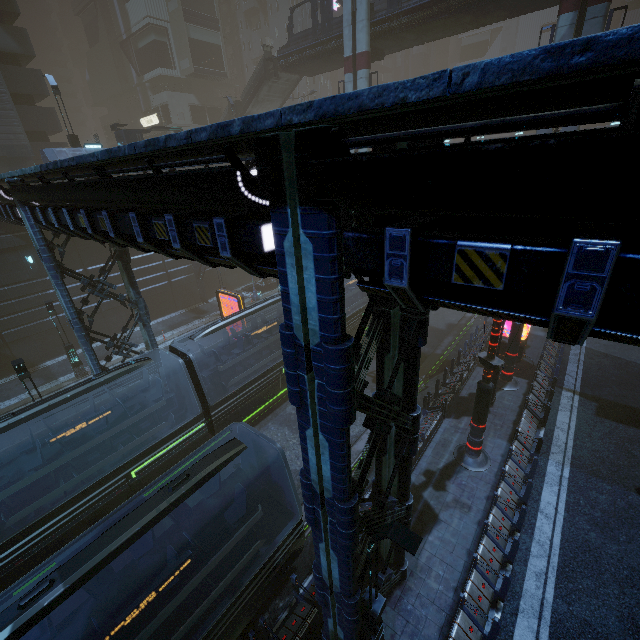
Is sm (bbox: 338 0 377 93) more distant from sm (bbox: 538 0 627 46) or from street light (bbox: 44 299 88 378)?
street light (bbox: 44 299 88 378)

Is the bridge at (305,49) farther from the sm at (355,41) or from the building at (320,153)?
the building at (320,153)

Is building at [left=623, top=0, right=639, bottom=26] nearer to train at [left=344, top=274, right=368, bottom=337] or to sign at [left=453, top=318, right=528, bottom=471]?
sign at [left=453, top=318, right=528, bottom=471]

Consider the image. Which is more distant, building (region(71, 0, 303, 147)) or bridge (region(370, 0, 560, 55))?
building (region(71, 0, 303, 147))

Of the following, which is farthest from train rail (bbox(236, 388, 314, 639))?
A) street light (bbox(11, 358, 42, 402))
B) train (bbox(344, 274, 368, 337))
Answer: street light (bbox(11, 358, 42, 402))

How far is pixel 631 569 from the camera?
9.8 meters

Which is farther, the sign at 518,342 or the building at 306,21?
the building at 306,21

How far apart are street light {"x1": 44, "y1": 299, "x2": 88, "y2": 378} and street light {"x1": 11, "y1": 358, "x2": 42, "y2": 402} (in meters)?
7.17
